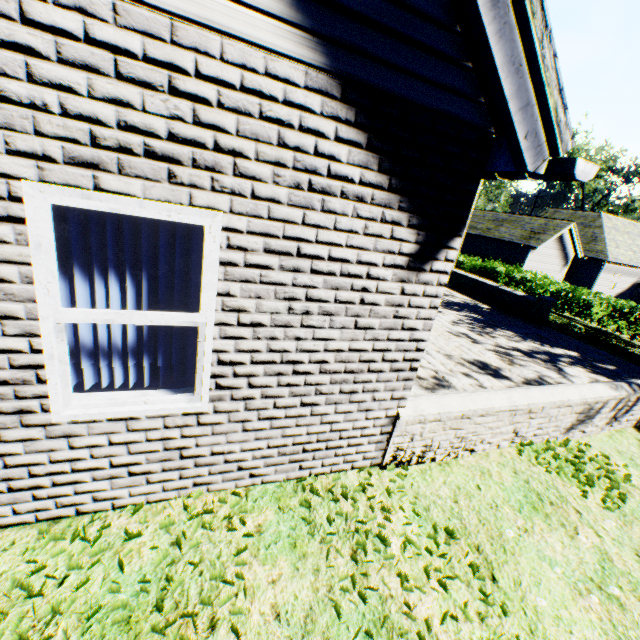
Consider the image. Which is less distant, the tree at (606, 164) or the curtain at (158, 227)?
the curtain at (158, 227)

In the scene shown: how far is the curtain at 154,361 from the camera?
2.5 meters

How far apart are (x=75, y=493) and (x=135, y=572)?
0.8 meters

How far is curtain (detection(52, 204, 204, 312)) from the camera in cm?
219

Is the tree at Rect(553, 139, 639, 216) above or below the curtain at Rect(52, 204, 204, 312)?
above

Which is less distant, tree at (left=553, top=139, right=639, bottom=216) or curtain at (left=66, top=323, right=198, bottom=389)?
curtain at (left=66, top=323, right=198, bottom=389)
